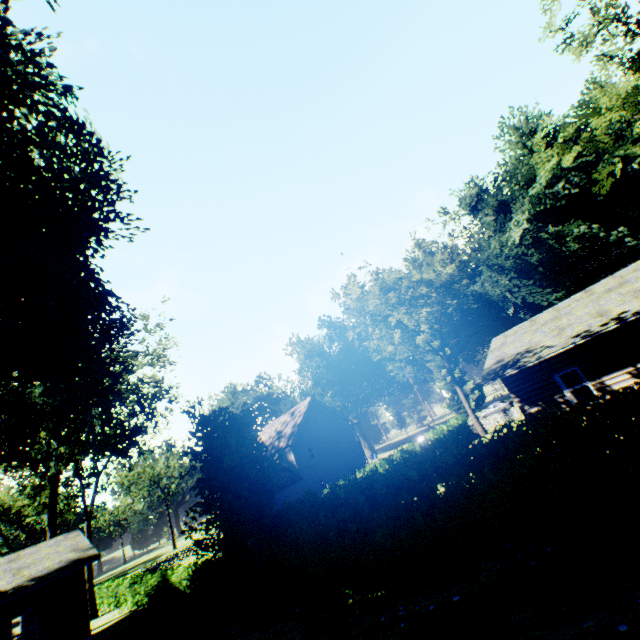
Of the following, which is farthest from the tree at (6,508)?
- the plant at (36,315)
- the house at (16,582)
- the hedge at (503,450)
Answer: the hedge at (503,450)

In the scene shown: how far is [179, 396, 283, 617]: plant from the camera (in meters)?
12.32

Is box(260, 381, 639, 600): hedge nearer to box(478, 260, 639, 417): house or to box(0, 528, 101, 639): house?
box(0, 528, 101, 639): house

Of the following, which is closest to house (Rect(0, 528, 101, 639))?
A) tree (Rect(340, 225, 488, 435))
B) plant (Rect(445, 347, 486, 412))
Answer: tree (Rect(340, 225, 488, 435))

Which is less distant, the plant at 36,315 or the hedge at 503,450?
the hedge at 503,450

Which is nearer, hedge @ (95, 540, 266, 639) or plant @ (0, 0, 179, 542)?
plant @ (0, 0, 179, 542)

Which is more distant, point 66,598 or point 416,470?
point 66,598

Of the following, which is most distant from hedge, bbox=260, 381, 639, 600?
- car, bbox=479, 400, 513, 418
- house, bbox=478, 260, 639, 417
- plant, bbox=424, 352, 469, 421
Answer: plant, bbox=424, 352, 469, 421
